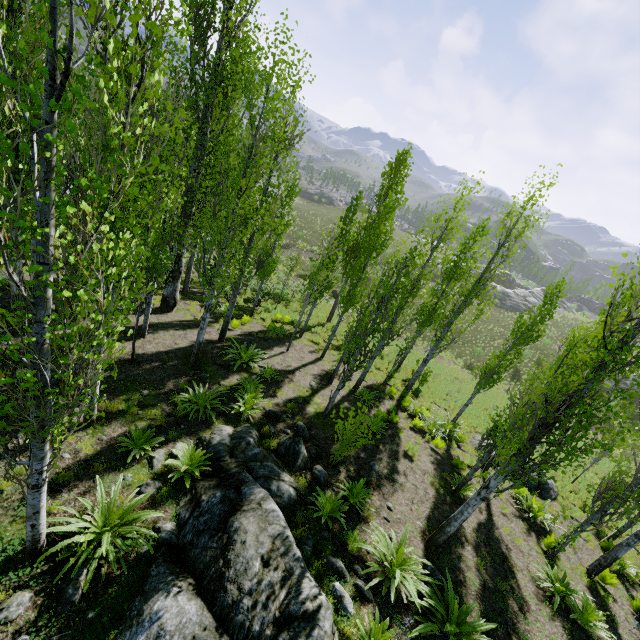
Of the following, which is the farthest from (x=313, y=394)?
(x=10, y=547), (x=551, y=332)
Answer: (x=551, y=332)

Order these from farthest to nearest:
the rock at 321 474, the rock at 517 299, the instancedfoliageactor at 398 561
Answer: the rock at 517 299 → the rock at 321 474 → the instancedfoliageactor at 398 561

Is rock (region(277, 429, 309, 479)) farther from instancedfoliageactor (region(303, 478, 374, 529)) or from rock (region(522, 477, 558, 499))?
rock (region(522, 477, 558, 499))

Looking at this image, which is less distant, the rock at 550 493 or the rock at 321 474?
the rock at 321 474

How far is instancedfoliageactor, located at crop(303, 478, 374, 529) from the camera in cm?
753

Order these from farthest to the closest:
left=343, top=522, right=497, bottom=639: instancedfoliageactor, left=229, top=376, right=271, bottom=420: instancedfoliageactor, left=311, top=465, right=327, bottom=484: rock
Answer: left=229, top=376, right=271, bottom=420: instancedfoliageactor
left=311, top=465, right=327, bottom=484: rock
left=343, top=522, right=497, bottom=639: instancedfoliageactor

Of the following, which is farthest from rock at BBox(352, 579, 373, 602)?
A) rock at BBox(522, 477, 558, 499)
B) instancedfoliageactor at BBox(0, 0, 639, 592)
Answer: rock at BBox(522, 477, 558, 499)

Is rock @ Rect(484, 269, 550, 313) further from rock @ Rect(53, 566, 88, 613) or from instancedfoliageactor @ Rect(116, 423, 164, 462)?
rock @ Rect(53, 566, 88, 613)
